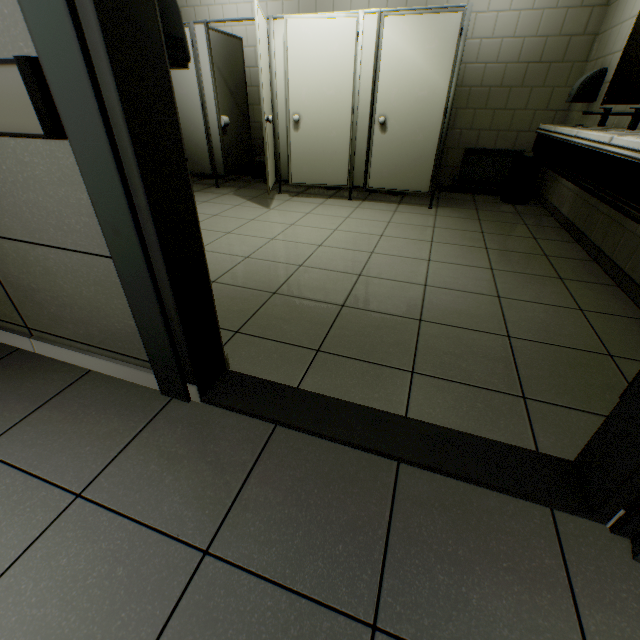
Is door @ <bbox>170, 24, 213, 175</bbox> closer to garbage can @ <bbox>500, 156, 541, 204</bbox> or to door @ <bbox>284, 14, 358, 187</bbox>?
door @ <bbox>284, 14, 358, 187</bbox>

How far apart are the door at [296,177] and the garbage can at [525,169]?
2.2m

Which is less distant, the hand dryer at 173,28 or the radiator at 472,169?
the hand dryer at 173,28

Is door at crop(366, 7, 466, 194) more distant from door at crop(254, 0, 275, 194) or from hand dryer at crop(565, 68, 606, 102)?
hand dryer at crop(565, 68, 606, 102)

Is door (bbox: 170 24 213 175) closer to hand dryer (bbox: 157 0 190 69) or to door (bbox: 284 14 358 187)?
door (bbox: 284 14 358 187)

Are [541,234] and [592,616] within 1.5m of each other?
no

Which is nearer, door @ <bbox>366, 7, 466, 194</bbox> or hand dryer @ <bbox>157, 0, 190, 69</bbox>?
hand dryer @ <bbox>157, 0, 190, 69</bbox>

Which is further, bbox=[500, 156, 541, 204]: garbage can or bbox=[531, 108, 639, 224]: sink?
bbox=[500, 156, 541, 204]: garbage can
